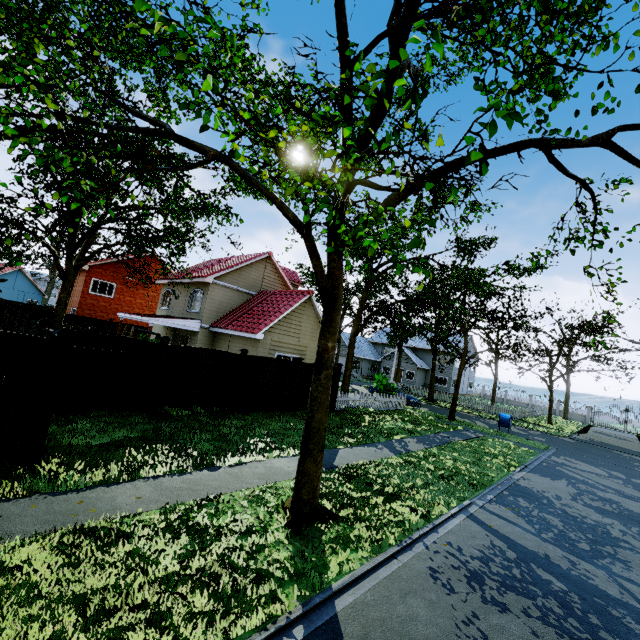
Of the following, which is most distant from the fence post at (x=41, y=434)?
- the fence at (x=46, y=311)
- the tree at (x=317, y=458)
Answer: the tree at (x=317, y=458)

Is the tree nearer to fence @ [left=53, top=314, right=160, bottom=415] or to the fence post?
fence @ [left=53, top=314, right=160, bottom=415]

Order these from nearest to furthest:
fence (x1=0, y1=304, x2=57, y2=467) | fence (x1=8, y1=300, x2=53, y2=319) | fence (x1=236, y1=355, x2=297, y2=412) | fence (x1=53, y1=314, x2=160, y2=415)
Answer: fence (x1=0, y1=304, x2=57, y2=467), fence (x1=53, y1=314, x2=160, y2=415), fence (x1=236, y1=355, x2=297, y2=412), fence (x1=8, y1=300, x2=53, y2=319)

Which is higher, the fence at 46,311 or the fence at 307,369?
the fence at 46,311

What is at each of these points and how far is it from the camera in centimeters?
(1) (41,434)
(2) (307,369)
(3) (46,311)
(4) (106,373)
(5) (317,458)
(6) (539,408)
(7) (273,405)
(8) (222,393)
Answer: (1) fence post, 598cm
(2) fence, 1530cm
(3) fence, 2356cm
(4) fence, 933cm
(5) tree, 609cm
(6) fence, 3966cm
(7) fence, 1393cm
(8) fence, 1210cm

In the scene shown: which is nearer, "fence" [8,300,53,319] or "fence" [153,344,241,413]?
"fence" [153,344,241,413]
